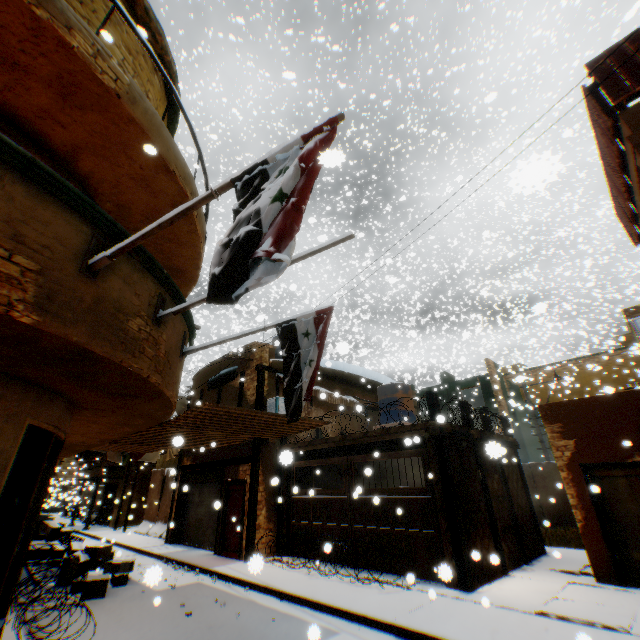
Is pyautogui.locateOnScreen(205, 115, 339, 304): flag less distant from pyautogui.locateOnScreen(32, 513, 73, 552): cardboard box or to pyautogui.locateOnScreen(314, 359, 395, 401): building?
pyautogui.locateOnScreen(314, 359, 395, 401): building

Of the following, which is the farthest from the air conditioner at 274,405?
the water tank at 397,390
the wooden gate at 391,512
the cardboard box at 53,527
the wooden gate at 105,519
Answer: the wooden gate at 105,519

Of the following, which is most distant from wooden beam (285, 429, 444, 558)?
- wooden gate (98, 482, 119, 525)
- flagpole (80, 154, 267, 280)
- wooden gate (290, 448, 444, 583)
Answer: flagpole (80, 154, 267, 280)

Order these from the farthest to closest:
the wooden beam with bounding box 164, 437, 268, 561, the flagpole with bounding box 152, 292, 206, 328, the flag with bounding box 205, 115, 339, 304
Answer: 1. the wooden beam with bounding box 164, 437, 268, 561
2. the flagpole with bounding box 152, 292, 206, 328
3. the flag with bounding box 205, 115, 339, 304

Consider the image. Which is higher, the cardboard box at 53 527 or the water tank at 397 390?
the water tank at 397 390

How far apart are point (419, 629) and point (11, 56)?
9.8m

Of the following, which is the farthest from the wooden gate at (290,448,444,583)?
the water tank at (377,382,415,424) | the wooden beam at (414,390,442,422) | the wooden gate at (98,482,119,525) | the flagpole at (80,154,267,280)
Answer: the wooden gate at (98,482,119,525)

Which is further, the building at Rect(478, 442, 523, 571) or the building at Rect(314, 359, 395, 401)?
the building at Rect(314, 359, 395, 401)
